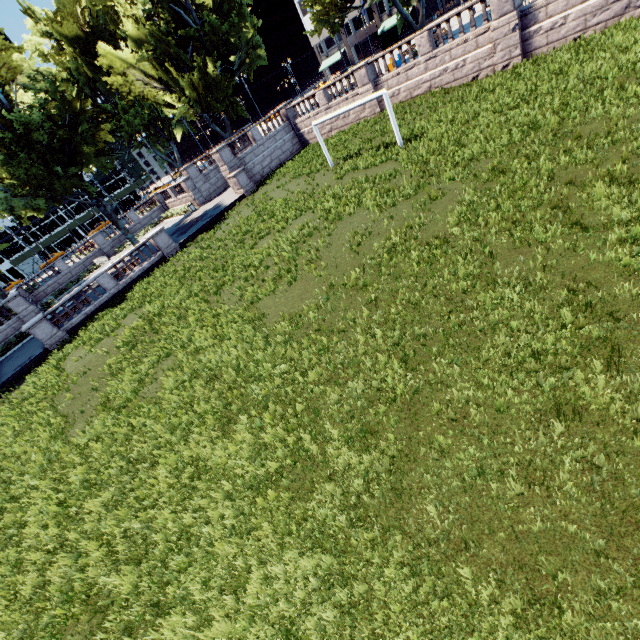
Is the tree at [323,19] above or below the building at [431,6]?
above

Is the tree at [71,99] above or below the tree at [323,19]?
above

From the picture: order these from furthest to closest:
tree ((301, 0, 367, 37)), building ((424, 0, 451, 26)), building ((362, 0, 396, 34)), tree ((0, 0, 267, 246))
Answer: building ((362, 0, 396, 34))
building ((424, 0, 451, 26))
tree ((301, 0, 367, 37))
tree ((0, 0, 267, 246))

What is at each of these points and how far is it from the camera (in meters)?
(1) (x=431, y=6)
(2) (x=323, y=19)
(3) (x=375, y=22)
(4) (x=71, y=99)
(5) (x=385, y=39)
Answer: (1) building, 56.28
(2) tree, 26.67
(3) building, 58.94
(4) tree, 26.06
(5) bus stop, 54.34

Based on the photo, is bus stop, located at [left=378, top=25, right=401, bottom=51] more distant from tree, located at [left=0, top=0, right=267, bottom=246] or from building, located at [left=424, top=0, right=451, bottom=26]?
tree, located at [left=0, top=0, right=267, bottom=246]
